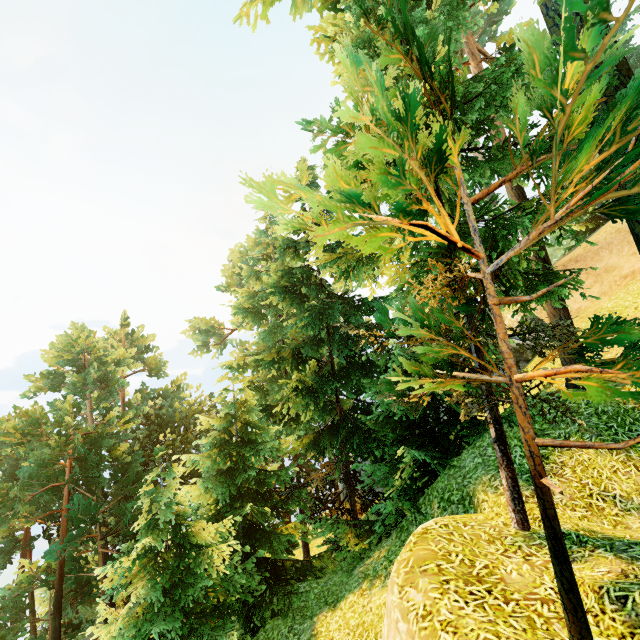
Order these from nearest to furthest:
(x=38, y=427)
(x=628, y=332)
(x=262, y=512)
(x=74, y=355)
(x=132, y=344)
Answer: (x=628, y=332)
(x=262, y=512)
(x=38, y=427)
(x=74, y=355)
(x=132, y=344)
